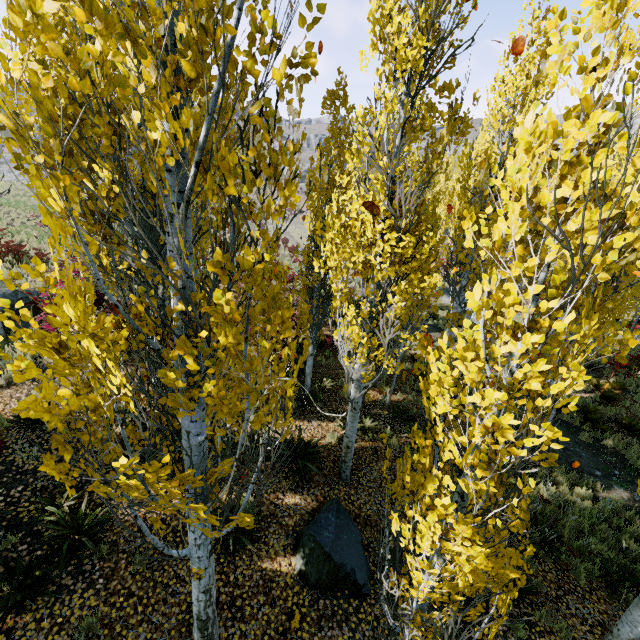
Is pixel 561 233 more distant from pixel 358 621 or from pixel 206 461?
pixel 358 621

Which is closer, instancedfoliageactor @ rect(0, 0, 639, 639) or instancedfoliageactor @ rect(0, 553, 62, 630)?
instancedfoliageactor @ rect(0, 0, 639, 639)

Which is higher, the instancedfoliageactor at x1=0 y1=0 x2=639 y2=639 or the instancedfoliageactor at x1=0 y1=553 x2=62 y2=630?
the instancedfoliageactor at x1=0 y1=0 x2=639 y2=639

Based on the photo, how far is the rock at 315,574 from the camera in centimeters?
550cm

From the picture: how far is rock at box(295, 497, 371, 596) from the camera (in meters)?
5.50

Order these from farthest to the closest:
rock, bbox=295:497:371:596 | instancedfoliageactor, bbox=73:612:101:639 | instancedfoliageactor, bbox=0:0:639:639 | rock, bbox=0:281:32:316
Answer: rock, bbox=0:281:32:316 → rock, bbox=295:497:371:596 → instancedfoliageactor, bbox=73:612:101:639 → instancedfoliageactor, bbox=0:0:639:639

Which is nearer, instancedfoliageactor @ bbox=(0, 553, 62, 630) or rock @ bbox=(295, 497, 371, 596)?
instancedfoliageactor @ bbox=(0, 553, 62, 630)

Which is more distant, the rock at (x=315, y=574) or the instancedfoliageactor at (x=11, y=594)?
the rock at (x=315, y=574)
